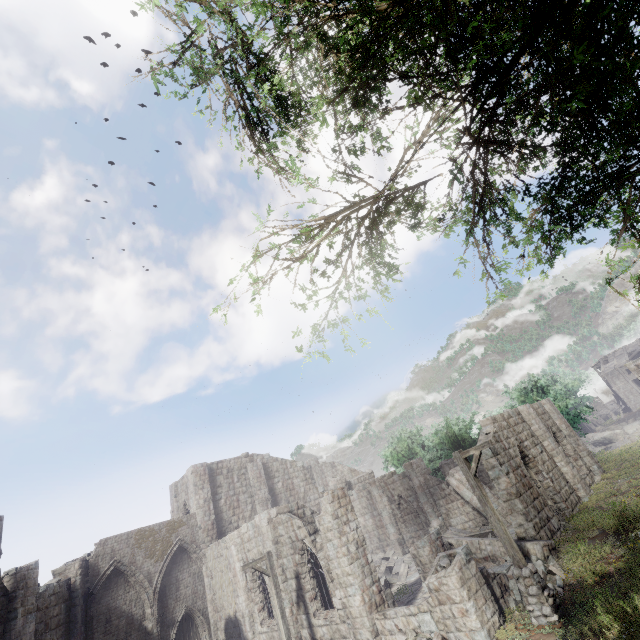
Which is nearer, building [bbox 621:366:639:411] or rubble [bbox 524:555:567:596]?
rubble [bbox 524:555:567:596]

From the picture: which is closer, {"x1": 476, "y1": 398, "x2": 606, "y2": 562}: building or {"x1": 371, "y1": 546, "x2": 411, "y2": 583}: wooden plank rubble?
{"x1": 476, "y1": 398, "x2": 606, "y2": 562}: building

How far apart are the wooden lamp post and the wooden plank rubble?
11.6 meters

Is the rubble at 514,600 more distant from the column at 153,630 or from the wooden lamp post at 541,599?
the column at 153,630

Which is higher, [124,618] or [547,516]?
[124,618]

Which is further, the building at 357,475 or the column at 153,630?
the column at 153,630

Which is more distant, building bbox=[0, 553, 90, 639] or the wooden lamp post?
building bbox=[0, 553, 90, 639]

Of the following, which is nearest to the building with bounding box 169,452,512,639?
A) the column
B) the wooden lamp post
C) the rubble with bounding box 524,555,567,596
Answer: the rubble with bounding box 524,555,567,596
